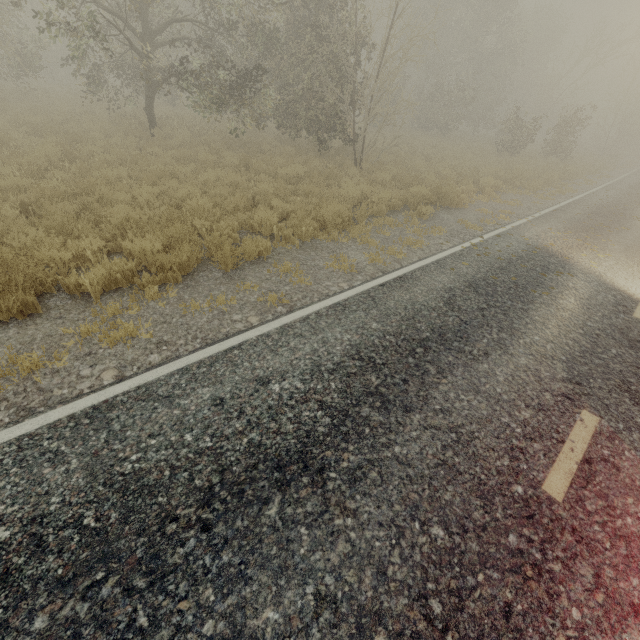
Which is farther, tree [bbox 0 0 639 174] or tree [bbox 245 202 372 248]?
tree [bbox 0 0 639 174]

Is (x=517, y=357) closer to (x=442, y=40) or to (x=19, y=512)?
(x=19, y=512)

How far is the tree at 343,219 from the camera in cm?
732

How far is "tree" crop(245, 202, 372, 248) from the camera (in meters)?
7.32

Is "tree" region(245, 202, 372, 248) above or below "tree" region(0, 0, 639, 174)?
below

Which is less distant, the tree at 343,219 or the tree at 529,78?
the tree at 343,219
